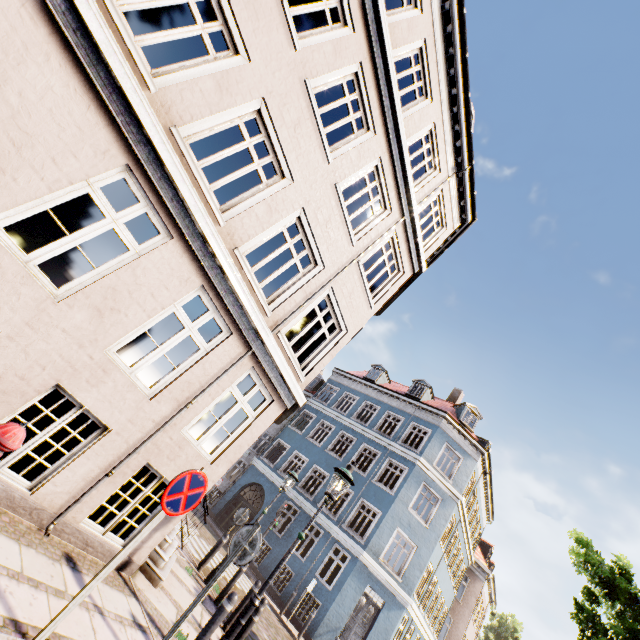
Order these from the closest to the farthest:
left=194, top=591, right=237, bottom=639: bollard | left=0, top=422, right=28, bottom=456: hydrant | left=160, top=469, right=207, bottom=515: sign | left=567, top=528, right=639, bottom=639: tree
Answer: left=0, top=422, right=28, bottom=456: hydrant < left=160, top=469, right=207, bottom=515: sign < left=194, top=591, right=237, bottom=639: bollard < left=567, top=528, right=639, bottom=639: tree

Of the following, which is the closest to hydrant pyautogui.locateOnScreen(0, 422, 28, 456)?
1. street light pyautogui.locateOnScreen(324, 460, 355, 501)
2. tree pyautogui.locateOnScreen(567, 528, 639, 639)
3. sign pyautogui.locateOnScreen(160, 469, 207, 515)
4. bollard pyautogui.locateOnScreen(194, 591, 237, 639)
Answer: sign pyautogui.locateOnScreen(160, 469, 207, 515)

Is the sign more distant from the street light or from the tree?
the tree

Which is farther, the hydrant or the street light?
the street light

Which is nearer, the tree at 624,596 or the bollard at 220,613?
the bollard at 220,613

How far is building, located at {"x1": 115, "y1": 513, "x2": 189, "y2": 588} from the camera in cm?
557

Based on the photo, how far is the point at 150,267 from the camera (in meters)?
4.90

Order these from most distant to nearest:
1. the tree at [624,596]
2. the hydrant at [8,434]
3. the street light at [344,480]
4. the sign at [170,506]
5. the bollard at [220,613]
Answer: the tree at [624,596], the street light at [344,480], the bollard at [220,613], the sign at [170,506], the hydrant at [8,434]
